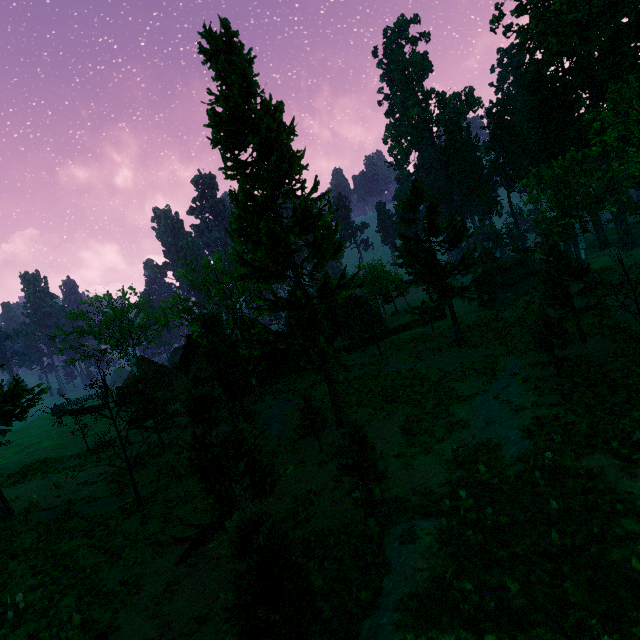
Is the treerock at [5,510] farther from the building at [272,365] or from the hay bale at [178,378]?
the hay bale at [178,378]

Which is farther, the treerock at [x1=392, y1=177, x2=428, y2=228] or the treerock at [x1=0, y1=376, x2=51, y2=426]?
the treerock at [x1=392, y1=177, x2=428, y2=228]

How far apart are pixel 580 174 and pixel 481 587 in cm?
3340

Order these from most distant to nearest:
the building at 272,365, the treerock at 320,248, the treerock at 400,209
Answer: the building at 272,365
the treerock at 400,209
the treerock at 320,248

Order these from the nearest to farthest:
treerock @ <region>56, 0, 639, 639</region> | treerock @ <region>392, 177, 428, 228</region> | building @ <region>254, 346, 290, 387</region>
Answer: treerock @ <region>56, 0, 639, 639</region> → treerock @ <region>392, 177, 428, 228</region> → building @ <region>254, 346, 290, 387</region>

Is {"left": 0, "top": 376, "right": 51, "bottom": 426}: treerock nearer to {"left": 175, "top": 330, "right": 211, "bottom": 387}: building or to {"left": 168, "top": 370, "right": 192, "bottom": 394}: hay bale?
{"left": 175, "top": 330, "right": 211, "bottom": 387}: building

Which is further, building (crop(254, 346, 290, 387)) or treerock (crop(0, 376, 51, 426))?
building (crop(254, 346, 290, 387))
